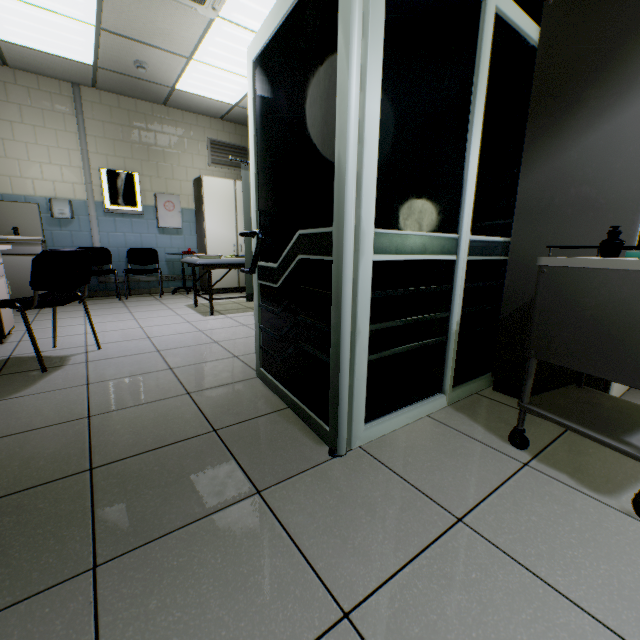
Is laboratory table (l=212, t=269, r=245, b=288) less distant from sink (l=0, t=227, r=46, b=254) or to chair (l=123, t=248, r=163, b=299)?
chair (l=123, t=248, r=163, b=299)

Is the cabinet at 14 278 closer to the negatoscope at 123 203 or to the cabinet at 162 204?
the negatoscope at 123 203

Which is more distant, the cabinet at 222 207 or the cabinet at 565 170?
the cabinet at 222 207

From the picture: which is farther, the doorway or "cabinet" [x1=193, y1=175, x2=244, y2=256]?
"cabinet" [x1=193, y1=175, x2=244, y2=256]

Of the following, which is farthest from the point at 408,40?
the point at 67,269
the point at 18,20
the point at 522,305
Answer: the point at 18,20

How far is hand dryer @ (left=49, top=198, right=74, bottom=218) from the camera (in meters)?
4.89

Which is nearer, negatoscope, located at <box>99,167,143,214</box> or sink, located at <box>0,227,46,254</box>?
sink, located at <box>0,227,46,254</box>

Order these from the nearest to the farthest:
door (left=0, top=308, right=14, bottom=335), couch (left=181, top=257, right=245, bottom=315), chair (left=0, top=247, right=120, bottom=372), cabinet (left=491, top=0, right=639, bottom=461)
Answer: cabinet (left=491, top=0, right=639, bottom=461)
chair (left=0, top=247, right=120, bottom=372)
door (left=0, top=308, right=14, bottom=335)
couch (left=181, top=257, right=245, bottom=315)
